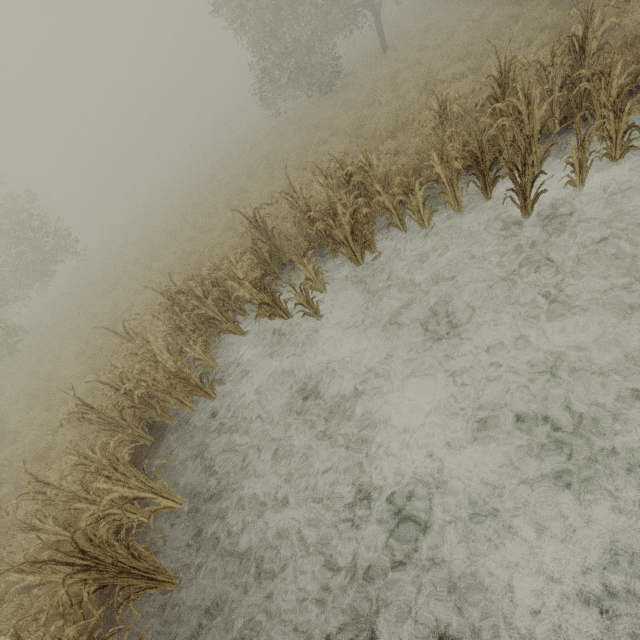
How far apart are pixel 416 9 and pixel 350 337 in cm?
3302
